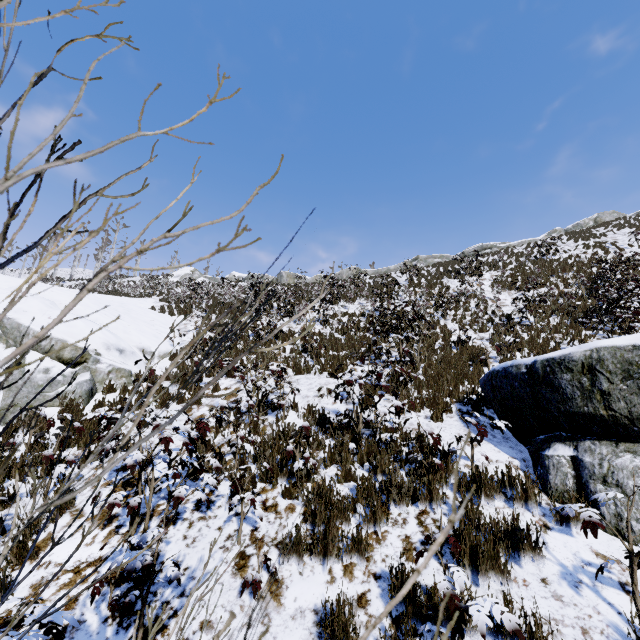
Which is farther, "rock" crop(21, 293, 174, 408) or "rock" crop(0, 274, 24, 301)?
"rock" crop(0, 274, 24, 301)

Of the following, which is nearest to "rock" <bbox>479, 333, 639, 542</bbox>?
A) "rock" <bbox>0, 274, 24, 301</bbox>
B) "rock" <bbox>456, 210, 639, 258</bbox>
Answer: "rock" <bbox>0, 274, 24, 301</bbox>

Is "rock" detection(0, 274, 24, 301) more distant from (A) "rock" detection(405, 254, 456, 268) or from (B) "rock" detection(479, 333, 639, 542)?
(A) "rock" detection(405, 254, 456, 268)

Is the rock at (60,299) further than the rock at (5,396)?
Yes

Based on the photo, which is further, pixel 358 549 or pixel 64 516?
pixel 64 516

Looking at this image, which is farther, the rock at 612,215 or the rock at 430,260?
the rock at 612,215
